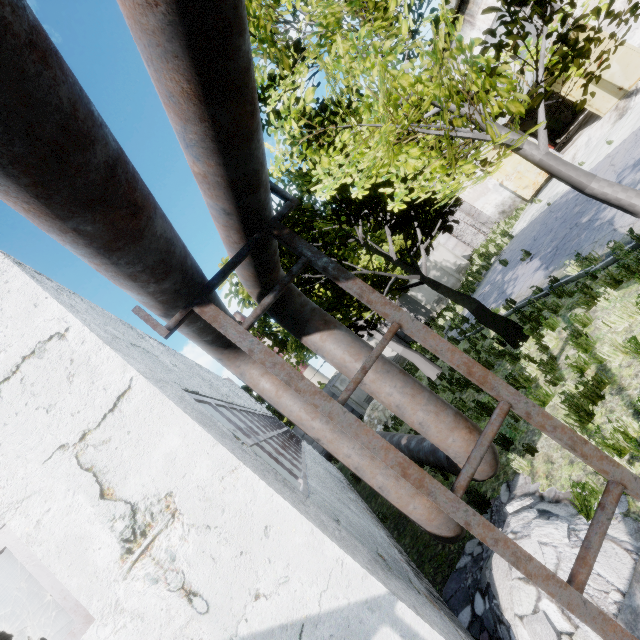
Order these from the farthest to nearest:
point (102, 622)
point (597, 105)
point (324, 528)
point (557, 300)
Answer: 1. point (597, 105)
2. point (557, 300)
3. point (324, 528)
4. point (102, 622)

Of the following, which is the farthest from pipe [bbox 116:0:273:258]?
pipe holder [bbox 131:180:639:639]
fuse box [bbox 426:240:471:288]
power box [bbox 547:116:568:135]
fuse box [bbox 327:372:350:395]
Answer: power box [bbox 547:116:568:135]

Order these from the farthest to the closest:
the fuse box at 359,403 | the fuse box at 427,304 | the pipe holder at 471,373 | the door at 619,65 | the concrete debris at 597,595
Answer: the fuse box at 427,304
the fuse box at 359,403
the door at 619,65
the concrete debris at 597,595
the pipe holder at 471,373

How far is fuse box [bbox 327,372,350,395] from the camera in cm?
2175

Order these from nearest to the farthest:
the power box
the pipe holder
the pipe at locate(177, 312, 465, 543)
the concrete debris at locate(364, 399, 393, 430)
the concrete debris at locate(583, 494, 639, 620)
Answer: the pipe holder
the concrete debris at locate(583, 494, 639, 620)
the pipe at locate(177, 312, 465, 543)
the concrete debris at locate(364, 399, 393, 430)
the power box

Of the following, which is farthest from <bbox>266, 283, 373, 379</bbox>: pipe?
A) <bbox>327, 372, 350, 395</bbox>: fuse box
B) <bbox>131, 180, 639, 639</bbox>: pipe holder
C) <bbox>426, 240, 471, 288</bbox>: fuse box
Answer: <bbox>426, 240, 471, 288</bbox>: fuse box

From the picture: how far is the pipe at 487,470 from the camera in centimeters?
420cm

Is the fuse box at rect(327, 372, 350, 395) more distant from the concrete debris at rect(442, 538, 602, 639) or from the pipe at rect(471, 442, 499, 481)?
the concrete debris at rect(442, 538, 602, 639)
